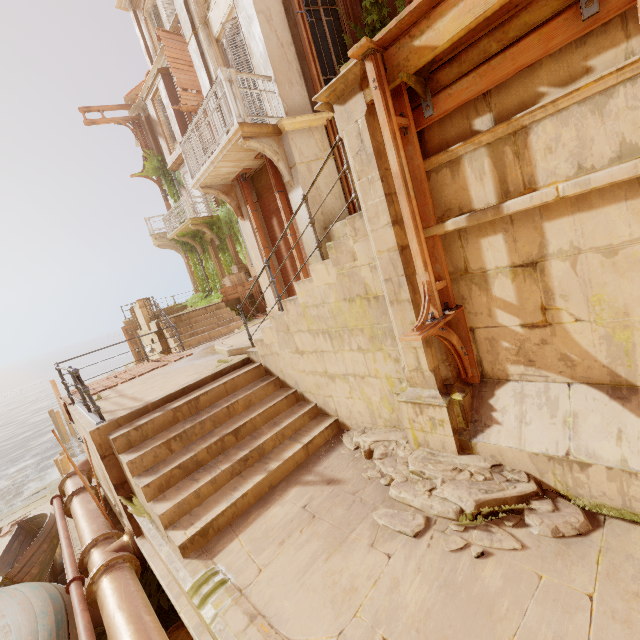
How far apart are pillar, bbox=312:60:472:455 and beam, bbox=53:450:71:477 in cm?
2049

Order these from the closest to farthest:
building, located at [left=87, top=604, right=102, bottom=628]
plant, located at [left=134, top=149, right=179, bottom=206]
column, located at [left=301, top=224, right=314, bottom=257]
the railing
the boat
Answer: the boat → building, located at [left=87, top=604, right=102, bottom=628] → the railing → column, located at [left=301, top=224, right=314, bottom=257] → plant, located at [left=134, top=149, right=179, bottom=206]

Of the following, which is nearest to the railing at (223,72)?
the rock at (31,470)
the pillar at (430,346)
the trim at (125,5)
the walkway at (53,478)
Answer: the pillar at (430,346)

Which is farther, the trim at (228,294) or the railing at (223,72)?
the trim at (228,294)

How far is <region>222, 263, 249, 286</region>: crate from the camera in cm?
1523

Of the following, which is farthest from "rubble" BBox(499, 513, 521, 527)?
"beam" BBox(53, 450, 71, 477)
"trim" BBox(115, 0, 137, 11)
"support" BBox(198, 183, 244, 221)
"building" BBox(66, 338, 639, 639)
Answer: "trim" BBox(115, 0, 137, 11)

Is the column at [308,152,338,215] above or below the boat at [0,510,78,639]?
above

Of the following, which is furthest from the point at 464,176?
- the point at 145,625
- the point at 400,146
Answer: the point at 145,625
